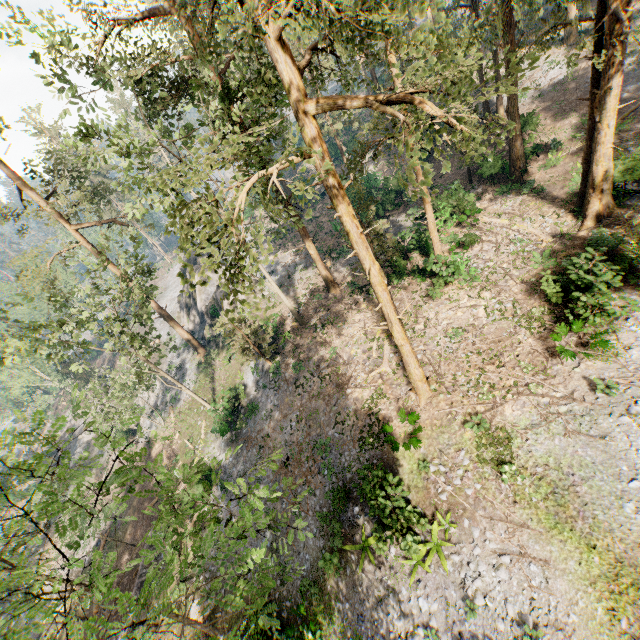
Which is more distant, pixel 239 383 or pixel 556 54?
pixel 556 54

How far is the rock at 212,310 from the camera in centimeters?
3394cm

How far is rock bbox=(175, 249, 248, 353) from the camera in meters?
33.9 m

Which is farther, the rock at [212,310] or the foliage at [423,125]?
the rock at [212,310]

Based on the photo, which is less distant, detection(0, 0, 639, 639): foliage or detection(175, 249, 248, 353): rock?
detection(0, 0, 639, 639): foliage

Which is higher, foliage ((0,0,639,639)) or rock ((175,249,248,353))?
foliage ((0,0,639,639))
